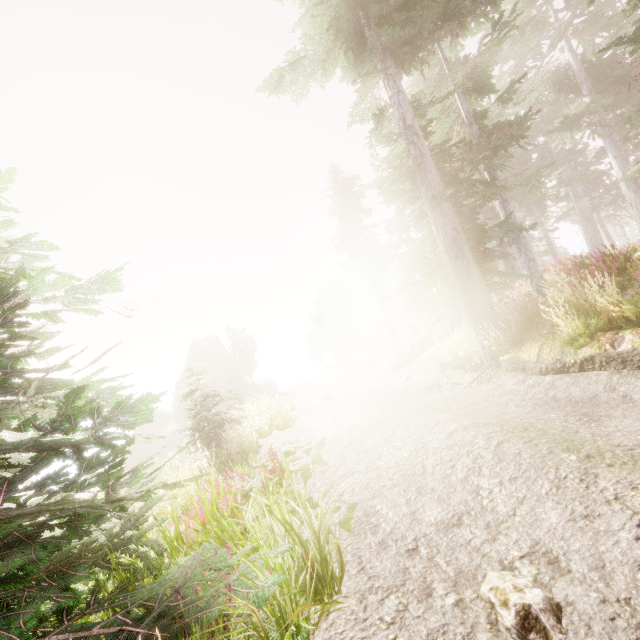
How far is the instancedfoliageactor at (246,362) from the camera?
54.1m

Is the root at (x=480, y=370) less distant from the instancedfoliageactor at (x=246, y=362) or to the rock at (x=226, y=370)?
the instancedfoliageactor at (x=246, y=362)

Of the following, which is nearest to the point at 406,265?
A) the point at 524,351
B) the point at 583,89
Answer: the point at 524,351

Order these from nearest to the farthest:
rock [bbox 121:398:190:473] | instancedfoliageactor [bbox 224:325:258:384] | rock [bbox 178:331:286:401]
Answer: rock [bbox 121:398:190:473] < rock [bbox 178:331:286:401] < instancedfoliageactor [bbox 224:325:258:384]

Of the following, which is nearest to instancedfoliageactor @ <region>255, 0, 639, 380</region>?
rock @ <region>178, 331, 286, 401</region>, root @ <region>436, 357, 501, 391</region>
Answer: rock @ <region>178, 331, 286, 401</region>

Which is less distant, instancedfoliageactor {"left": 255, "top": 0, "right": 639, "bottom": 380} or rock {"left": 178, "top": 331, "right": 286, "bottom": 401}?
instancedfoliageactor {"left": 255, "top": 0, "right": 639, "bottom": 380}

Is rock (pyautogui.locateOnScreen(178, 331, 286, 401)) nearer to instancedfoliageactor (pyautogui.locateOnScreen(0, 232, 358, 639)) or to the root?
instancedfoliageactor (pyautogui.locateOnScreen(0, 232, 358, 639))
